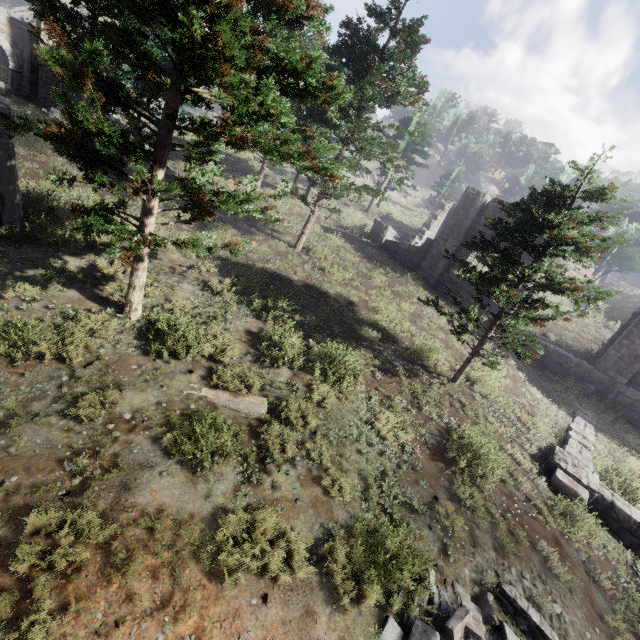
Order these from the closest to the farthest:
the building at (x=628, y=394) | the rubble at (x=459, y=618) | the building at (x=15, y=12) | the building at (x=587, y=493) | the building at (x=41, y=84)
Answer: the rubble at (x=459, y=618) < the building at (x=587, y=493) < the building at (x=628, y=394) < the building at (x=41, y=84) < the building at (x=15, y=12)

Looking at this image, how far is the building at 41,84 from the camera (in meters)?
26.06

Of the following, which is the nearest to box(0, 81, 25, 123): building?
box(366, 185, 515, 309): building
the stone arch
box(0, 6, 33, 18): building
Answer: the stone arch

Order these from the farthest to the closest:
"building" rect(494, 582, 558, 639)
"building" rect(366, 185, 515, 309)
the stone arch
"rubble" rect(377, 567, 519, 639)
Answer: the stone arch
"building" rect(366, 185, 515, 309)
"building" rect(494, 582, 558, 639)
"rubble" rect(377, 567, 519, 639)

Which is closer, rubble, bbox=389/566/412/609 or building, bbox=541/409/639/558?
rubble, bbox=389/566/412/609

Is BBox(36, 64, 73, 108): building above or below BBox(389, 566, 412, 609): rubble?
above

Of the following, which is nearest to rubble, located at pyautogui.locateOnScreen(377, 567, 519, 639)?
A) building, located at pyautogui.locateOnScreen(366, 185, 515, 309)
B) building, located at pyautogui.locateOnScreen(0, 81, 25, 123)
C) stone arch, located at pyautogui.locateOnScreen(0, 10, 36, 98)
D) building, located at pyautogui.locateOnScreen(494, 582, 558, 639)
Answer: building, located at pyautogui.locateOnScreen(494, 582, 558, 639)

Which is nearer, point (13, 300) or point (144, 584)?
point (144, 584)
